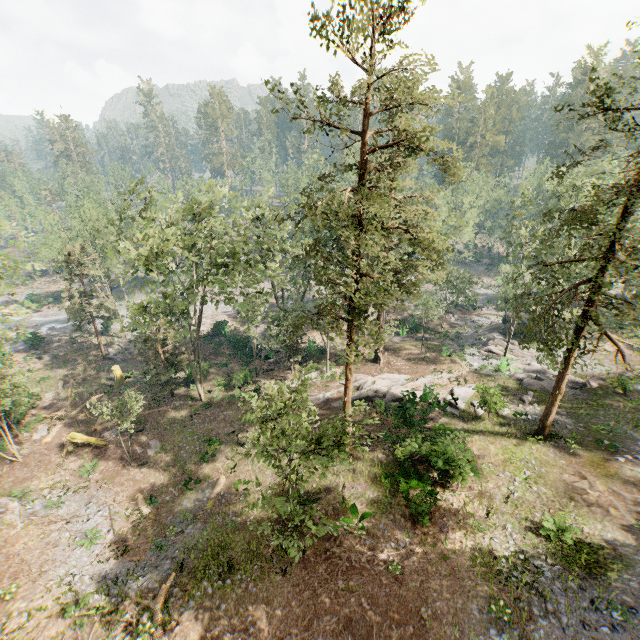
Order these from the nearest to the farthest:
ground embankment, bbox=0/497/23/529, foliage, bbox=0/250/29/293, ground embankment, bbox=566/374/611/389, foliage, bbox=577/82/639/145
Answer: foliage, bbox=577/82/639/145, ground embankment, bbox=0/497/23/529, foliage, bbox=0/250/29/293, ground embankment, bbox=566/374/611/389

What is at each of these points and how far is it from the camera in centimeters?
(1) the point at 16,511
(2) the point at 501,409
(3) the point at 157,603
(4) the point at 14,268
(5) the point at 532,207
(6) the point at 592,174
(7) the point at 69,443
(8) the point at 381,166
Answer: (1) ground embankment, 2006cm
(2) foliage, 2402cm
(3) foliage, 1485cm
(4) foliage, 2298cm
(5) foliage, 3231cm
(6) foliage, 3566cm
(7) tree trunk, 2648cm
(8) foliage, 1708cm

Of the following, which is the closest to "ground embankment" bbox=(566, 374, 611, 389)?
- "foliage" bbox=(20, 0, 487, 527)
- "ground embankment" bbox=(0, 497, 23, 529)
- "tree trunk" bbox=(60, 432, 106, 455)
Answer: "foliage" bbox=(20, 0, 487, 527)

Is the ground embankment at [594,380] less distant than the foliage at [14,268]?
No

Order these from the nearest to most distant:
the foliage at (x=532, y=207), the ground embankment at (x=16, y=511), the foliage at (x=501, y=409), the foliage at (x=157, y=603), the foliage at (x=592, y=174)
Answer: the foliage at (x=157, y=603), the foliage at (x=592, y=174), the ground embankment at (x=16, y=511), the foliage at (x=501, y=409), the foliage at (x=532, y=207)

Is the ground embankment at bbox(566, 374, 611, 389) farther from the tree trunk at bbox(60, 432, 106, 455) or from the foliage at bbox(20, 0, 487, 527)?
the tree trunk at bbox(60, 432, 106, 455)

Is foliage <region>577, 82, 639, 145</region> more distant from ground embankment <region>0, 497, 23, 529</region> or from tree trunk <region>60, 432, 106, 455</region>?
tree trunk <region>60, 432, 106, 455</region>

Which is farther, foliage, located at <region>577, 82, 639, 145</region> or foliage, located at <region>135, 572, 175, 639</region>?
foliage, located at <region>577, 82, 639, 145</region>
